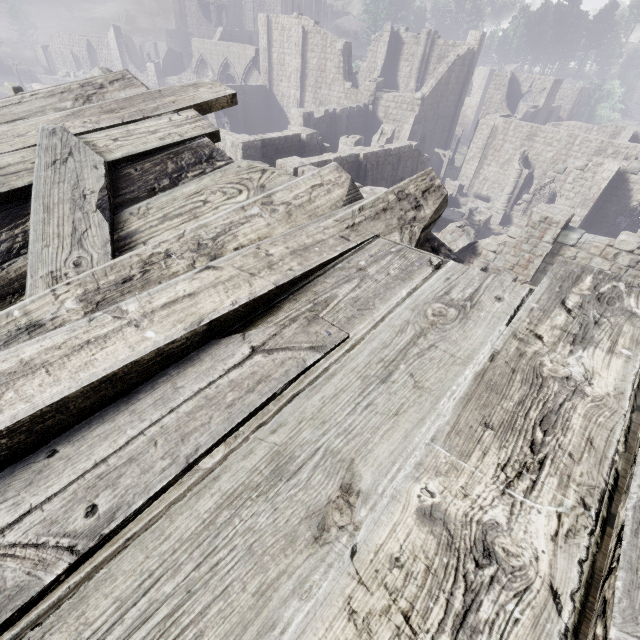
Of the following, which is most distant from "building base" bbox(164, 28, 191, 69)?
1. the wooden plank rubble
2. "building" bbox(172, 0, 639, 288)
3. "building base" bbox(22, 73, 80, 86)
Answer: the wooden plank rubble

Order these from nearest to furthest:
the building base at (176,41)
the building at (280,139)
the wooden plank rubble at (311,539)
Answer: the wooden plank rubble at (311,539) → the building at (280,139) → the building base at (176,41)

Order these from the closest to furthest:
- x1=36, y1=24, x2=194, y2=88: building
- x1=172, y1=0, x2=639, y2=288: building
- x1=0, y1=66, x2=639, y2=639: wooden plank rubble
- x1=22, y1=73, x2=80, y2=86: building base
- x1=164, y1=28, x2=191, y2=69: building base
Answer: x1=0, y1=66, x2=639, y2=639: wooden plank rubble → x1=172, y1=0, x2=639, y2=288: building → x1=36, y1=24, x2=194, y2=88: building → x1=22, y1=73, x2=80, y2=86: building base → x1=164, y1=28, x2=191, y2=69: building base

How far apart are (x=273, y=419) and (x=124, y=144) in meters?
3.4

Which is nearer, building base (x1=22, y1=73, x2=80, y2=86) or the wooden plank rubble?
the wooden plank rubble

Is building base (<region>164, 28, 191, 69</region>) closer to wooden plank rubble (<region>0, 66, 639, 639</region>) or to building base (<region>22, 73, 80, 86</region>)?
building base (<region>22, 73, 80, 86</region>)

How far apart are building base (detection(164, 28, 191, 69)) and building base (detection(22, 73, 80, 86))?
18.3 meters

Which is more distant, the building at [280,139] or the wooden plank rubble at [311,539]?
the building at [280,139]
